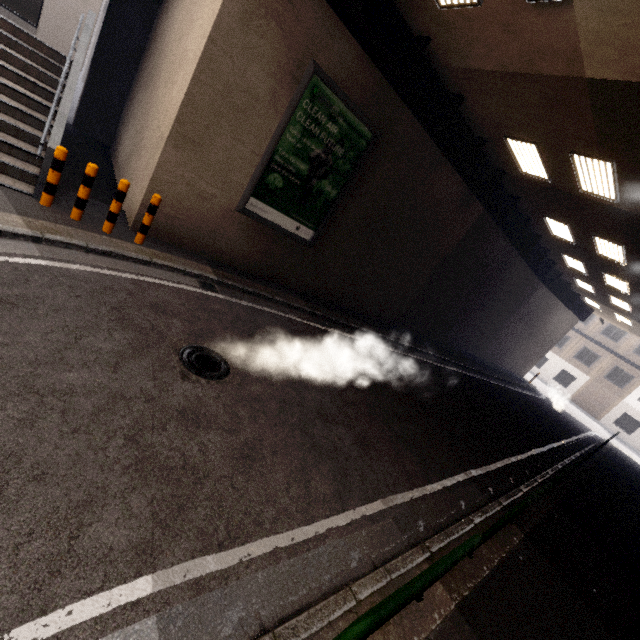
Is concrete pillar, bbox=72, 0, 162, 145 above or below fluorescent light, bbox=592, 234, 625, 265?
below

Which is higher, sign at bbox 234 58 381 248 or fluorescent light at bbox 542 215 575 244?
fluorescent light at bbox 542 215 575 244

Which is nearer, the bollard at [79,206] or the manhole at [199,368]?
the manhole at [199,368]

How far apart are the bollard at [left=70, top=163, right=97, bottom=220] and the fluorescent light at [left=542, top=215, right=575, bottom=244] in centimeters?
1476cm

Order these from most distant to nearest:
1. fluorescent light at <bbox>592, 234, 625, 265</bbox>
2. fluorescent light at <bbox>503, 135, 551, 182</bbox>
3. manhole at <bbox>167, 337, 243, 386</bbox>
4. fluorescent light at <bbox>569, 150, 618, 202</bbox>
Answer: fluorescent light at <bbox>592, 234, 625, 265</bbox>, fluorescent light at <bbox>503, 135, 551, 182</bbox>, fluorescent light at <bbox>569, 150, 618, 202</bbox>, manhole at <bbox>167, 337, 243, 386</bbox>

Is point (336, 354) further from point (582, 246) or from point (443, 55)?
point (582, 246)

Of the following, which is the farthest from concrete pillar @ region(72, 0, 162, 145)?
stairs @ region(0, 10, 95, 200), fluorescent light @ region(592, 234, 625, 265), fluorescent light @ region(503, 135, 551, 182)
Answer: fluorescent light @ region(592, 234, 625, 265)

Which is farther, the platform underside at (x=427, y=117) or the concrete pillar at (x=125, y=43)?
the concrete pillar at (x=125, y=43)
